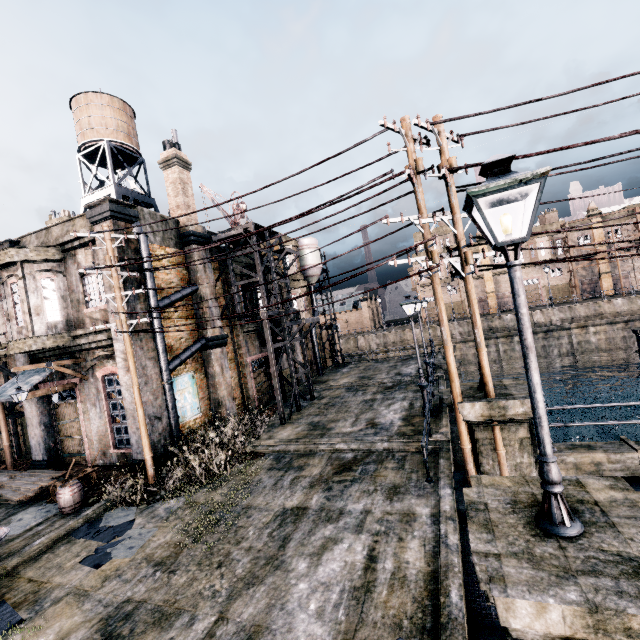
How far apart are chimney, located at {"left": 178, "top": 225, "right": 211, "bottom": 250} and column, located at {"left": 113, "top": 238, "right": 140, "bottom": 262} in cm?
288

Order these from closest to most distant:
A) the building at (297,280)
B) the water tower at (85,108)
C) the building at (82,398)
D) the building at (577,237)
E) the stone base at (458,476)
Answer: the stone base at (458,476)
the building at (82,398)
the water tower at (85,108)
the building at (297,280)
the building at (577,237)

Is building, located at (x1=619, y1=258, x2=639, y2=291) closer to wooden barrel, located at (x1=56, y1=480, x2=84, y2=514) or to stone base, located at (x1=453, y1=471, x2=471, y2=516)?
stone base, located at (x1=453, y1=471, x2=471, y2=516)

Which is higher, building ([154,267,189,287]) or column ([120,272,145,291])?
building ([154,267,189,287])

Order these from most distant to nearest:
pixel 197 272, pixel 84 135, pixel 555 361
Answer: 1. pixel 555 361
2. pixel 84 135
3. pixel 197 272

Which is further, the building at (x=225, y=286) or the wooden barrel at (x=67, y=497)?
Answer: the building at (x=225, y=286)

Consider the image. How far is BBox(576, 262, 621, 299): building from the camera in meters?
47.7 m

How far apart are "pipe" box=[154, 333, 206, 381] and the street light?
14.1m
